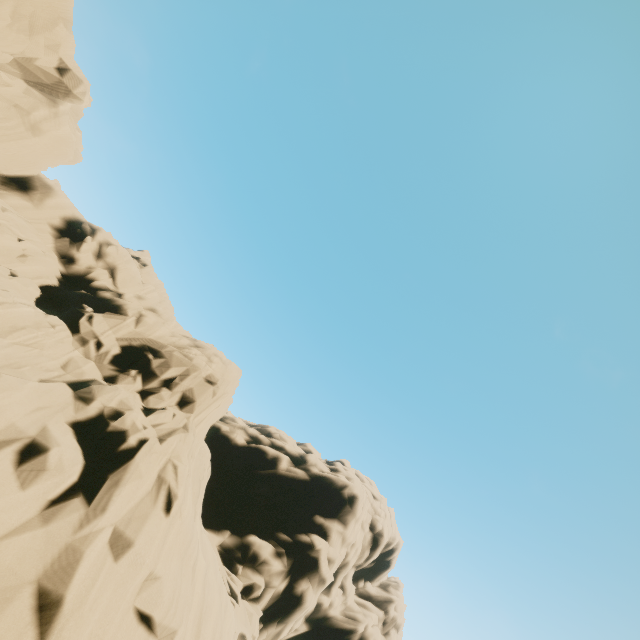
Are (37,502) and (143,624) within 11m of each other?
yes
